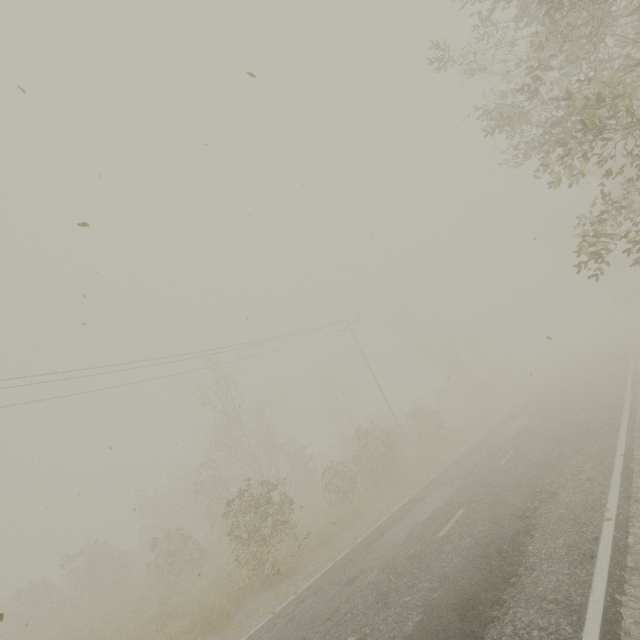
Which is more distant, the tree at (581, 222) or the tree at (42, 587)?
the tree at (42, 587)

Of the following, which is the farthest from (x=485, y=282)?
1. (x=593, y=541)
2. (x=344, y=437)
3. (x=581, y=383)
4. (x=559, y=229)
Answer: (x=593, y=541)

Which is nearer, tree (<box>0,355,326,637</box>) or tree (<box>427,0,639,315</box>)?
tree (<box>427,0,639,315</box>)
